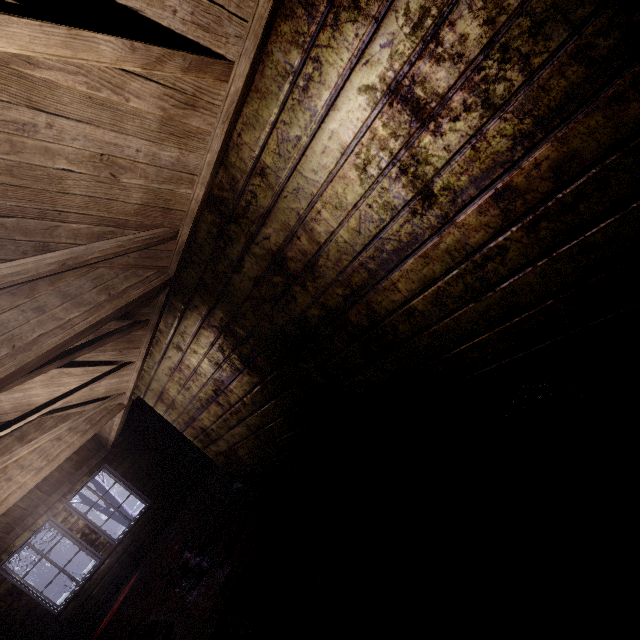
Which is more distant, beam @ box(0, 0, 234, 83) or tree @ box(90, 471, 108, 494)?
tree @ box(90, 471, 108, 494)

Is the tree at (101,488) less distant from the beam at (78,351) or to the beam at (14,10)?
the beam at (78,351)

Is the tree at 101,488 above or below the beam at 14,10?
below

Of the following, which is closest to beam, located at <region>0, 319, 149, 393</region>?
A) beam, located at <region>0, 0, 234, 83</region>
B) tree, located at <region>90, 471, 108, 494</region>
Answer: beam, located at <region>0, 0, 234, 83</region>

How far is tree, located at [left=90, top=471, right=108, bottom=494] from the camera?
8.8m

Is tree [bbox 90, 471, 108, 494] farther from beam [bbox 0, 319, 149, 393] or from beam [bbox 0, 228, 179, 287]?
beam [bbox 0, 228, 179, 287]

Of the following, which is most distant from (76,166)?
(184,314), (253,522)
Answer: (253,522)

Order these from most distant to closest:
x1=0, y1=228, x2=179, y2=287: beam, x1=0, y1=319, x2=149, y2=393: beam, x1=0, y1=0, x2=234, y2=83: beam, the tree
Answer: the tree → x1=0, y1=319, x2=149, y2=393: beam → x1=0, y1=228, x2=179, y2=287: beam → x1=0, y1=0, x2=234, y2=83: beam
